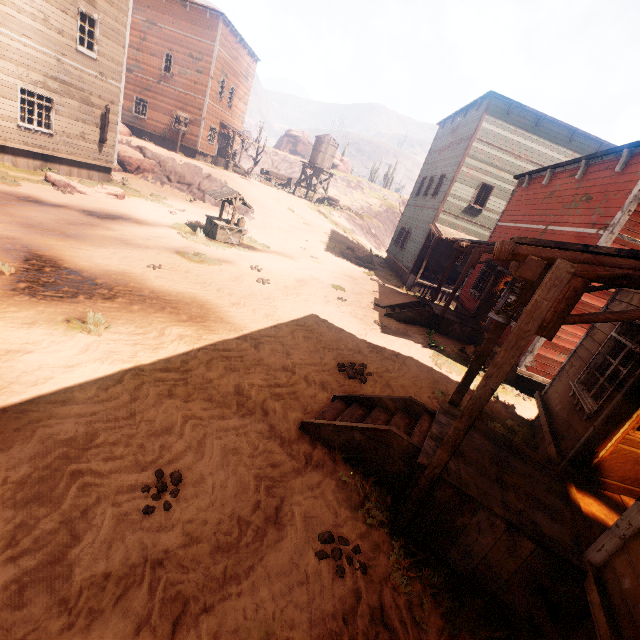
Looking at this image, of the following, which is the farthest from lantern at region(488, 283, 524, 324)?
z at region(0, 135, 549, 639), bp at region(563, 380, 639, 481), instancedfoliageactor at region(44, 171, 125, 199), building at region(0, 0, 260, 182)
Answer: instancedfoliageactor at region(44, 171, 125, 199)

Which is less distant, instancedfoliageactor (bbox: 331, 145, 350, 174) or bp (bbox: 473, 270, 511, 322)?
bp (bbox: 473, 270, 511, 322)

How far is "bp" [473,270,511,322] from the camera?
12.9m

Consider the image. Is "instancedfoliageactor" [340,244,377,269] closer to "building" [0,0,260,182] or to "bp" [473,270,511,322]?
"building" [0,0,260,182]

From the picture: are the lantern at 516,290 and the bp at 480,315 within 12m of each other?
yes

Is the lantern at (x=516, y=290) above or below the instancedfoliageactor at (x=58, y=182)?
above

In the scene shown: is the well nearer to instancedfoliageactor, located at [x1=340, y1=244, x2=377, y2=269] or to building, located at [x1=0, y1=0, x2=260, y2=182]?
building, located at [x1=0, y1=0, x2=260, y2=182]

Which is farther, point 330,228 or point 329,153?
point 329,153
